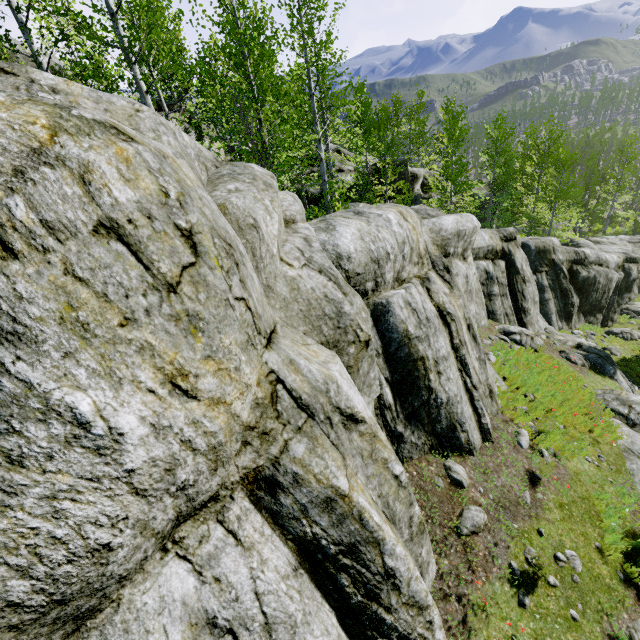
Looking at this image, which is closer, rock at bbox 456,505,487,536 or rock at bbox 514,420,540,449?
rock at bbox 456,505,487,536

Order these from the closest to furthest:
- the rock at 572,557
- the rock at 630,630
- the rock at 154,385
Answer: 1. the rock at 154,385
2. the rock at 630,630
3. the rock at 572,557

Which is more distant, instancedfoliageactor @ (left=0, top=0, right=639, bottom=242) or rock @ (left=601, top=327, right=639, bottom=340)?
rock @ (left=601, top=327, right=639, bottom=340)

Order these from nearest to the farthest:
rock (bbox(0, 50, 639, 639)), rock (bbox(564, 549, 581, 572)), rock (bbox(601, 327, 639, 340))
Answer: rock (bbox(0, 50, 639, 639)), rock (bbox(564, 549, 581, 572)), rock (bbox(601, 327, 639, 340))

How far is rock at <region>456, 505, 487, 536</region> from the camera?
5.7 meters

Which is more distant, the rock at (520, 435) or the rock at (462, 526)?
the rock at (520, 435)

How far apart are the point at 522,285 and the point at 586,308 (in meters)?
10.15
